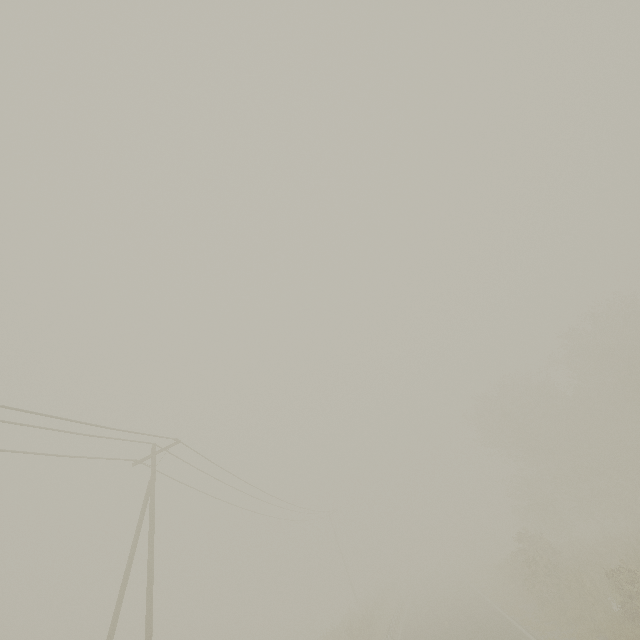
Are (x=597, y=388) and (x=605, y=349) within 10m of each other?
yes

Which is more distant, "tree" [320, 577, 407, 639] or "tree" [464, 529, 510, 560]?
"tree" [464, 529, 510, 560]

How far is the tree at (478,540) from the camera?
51.7 meters

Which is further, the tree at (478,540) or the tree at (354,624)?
the tree at (478,540)

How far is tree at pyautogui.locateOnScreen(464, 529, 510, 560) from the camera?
51.7m
